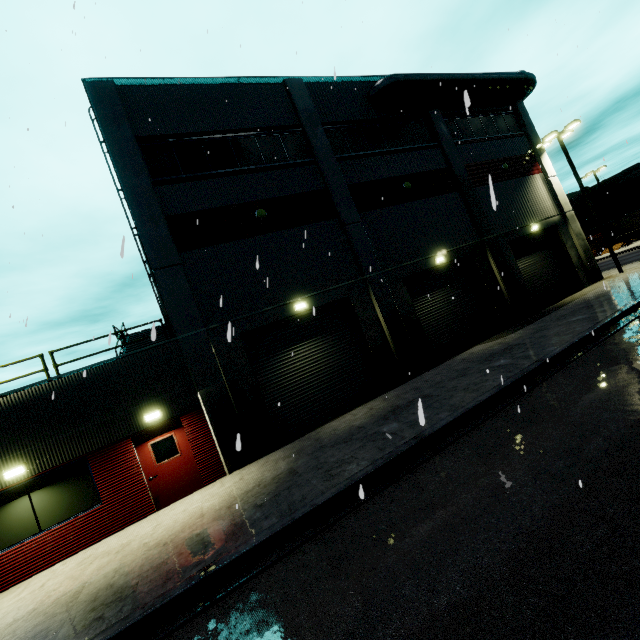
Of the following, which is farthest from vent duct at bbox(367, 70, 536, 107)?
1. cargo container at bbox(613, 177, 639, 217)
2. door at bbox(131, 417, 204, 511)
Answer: door at bbox(131, 417, 204, 511)

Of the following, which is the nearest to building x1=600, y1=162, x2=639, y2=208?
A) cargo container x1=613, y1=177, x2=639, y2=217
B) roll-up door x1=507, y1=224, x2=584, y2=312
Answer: roll-up door x1=507, y1=224, x2=584, y2=312

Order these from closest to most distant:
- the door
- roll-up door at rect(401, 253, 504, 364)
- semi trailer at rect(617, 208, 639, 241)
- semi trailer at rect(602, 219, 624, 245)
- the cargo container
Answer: the door < roll-up door at rect(401, 253, 504, 364) < semi trailer at rect(617, 208, 639, 241) < semi trailer at rect(602, 219, 624, 245) < the cargo container

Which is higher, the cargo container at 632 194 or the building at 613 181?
the building at 613 181

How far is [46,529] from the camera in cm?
898

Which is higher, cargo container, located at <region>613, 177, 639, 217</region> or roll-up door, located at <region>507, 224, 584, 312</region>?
cargo container, located at <region>613, 177, 639, 217</region>

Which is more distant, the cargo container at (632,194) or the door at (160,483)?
the cargo container at (632,194)
